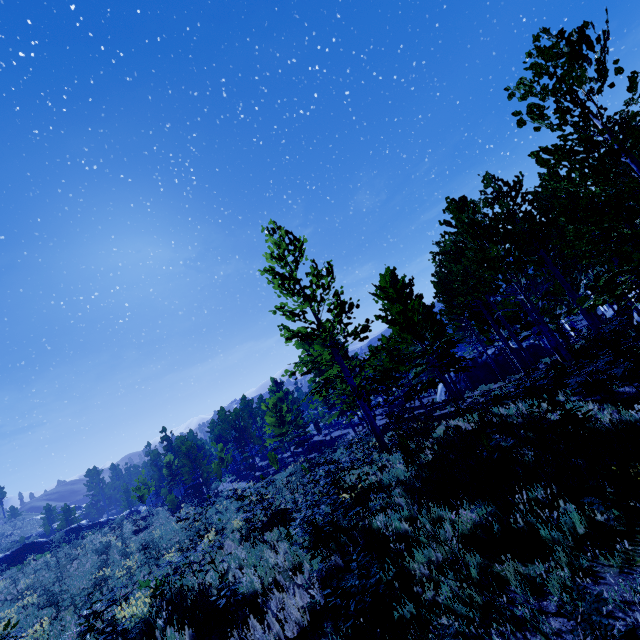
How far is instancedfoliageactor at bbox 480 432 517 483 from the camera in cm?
713

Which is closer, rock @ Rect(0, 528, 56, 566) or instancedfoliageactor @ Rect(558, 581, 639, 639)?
instancedfoliageactor @ Rect(558, 581, 639, 639)

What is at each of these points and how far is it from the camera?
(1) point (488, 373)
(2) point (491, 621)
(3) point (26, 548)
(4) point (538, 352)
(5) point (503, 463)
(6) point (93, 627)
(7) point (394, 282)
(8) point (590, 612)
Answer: (1) rock, 30.9 meters
(2) instancedfoliageactor, 4.5 meters
(3) rock, 35.4 meters
(4) rock, 29.6 meters
(5) instancedfoliageactor, 7.2 meters
(6) instancedfoliageactor, 7.7 meters
(7) instancedfoliageactor, 23.8 meters
(8) instancedfoliageactor, 2.7 meters

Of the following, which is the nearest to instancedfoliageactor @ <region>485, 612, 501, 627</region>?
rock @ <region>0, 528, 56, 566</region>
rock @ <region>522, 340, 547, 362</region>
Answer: rock @ <region>522, 340, 547, 362</region>

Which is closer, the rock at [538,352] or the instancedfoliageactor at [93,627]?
the instancedfoliageactor at [93,627]

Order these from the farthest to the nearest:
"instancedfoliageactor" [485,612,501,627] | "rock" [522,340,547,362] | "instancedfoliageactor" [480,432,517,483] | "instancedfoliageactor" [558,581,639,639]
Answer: "rock" [522,340,547,362]
"instancedfoliageactor" [480,432,517,483]
"instancedfoliageactor" [485,612,501,627]
"instancedfoliageactor" [558,581,639,639]

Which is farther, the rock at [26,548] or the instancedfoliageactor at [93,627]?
the rock at [26,548]
